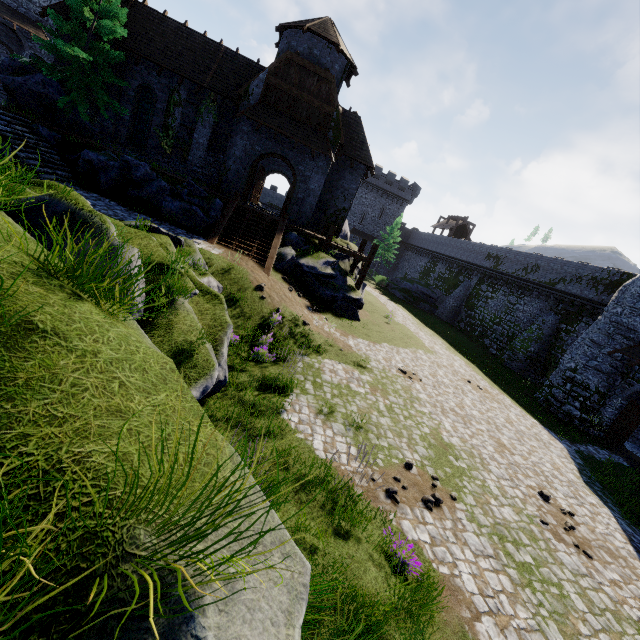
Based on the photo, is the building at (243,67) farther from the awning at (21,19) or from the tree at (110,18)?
the awning at (21,19)

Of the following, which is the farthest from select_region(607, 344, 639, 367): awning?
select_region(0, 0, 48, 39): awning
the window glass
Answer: select_region(0, 0, 48, 39): awning

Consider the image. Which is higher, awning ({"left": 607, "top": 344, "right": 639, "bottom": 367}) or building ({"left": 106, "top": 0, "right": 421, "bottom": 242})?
building ({"left": 106, "top": 0, "right": 421, "bottom": 242})

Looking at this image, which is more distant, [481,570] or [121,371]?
[481,570]

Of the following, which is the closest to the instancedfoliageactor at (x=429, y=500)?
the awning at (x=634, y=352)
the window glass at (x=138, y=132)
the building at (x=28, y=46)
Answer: the awning at (x=634, y=352)

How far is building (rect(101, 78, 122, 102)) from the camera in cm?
2059

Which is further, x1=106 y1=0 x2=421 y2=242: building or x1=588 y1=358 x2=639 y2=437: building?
x1=106 y1=0 x2=421 y2=242: building

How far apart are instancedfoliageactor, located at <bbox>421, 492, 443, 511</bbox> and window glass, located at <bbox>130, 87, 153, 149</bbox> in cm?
2643
